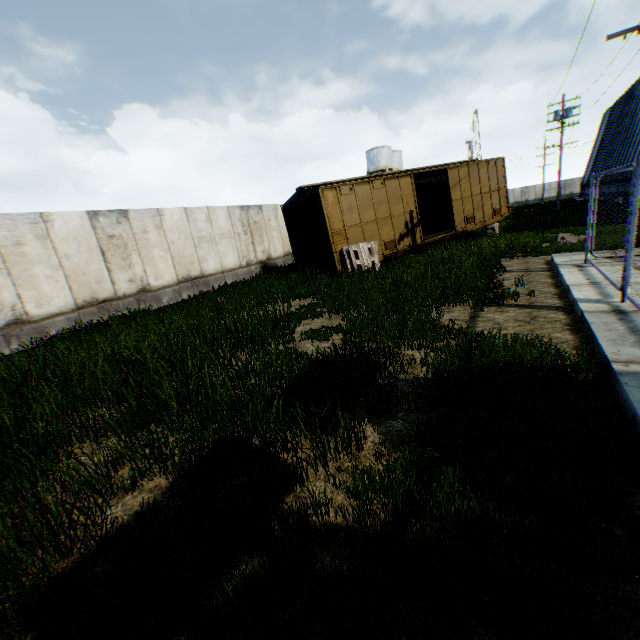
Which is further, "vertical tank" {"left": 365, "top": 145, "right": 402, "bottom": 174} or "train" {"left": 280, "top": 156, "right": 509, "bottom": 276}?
"vertical tank" {"left": 365, "top": 145, "right": 402, "bottom": 174}

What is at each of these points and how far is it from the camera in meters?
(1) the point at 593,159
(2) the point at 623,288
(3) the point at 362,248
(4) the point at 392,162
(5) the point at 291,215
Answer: (1) building, 43.5
(2) metal fence, 5.2
(3) wooden pallet, 12.7
(4) vertical tank, 51.8
(5) train, 14.2

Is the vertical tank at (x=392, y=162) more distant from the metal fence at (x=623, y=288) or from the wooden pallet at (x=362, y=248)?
the metal fence at (x=623, y=288)

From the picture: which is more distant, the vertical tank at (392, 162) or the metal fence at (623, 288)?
the vertical tank at (392, 162)

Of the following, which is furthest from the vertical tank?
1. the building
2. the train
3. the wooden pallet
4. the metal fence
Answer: the metal fence

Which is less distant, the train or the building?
Result: the train

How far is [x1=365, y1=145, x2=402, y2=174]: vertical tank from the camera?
50.3m

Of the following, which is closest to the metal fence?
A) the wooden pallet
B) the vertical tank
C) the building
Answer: the building
